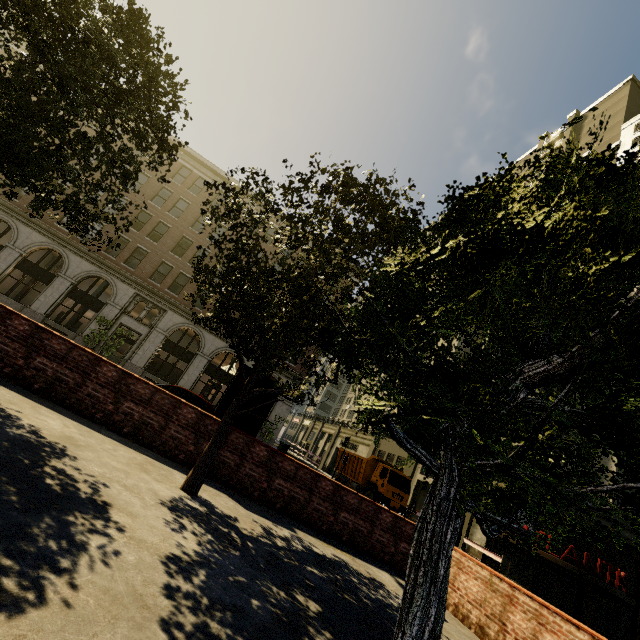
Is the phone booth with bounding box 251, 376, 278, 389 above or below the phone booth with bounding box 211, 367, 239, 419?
above

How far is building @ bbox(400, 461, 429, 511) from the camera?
29.11m

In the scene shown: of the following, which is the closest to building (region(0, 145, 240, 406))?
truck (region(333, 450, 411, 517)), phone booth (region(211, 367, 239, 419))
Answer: truck (region(333, 450, 411, 517))

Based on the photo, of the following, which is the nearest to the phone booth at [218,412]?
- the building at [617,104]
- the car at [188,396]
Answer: the car at [188,396]

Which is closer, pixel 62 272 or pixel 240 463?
pixel 240 463

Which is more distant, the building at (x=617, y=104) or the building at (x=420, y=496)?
the building at (x=617, y=104)

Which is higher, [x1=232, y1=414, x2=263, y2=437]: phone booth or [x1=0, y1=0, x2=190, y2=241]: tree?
[x1=0, y1=0, x2=190, y2=241]: tree

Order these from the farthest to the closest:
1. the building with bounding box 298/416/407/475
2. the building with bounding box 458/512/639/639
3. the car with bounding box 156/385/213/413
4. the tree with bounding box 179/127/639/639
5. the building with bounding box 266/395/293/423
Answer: the building with bounding box 298/416/407/475, the building with bounding box 266/395/293/423, the building with bounding box 458/512/639/639, the car with bounding box 156/385/213/413, the tree with bounding box 179/127/639/639
